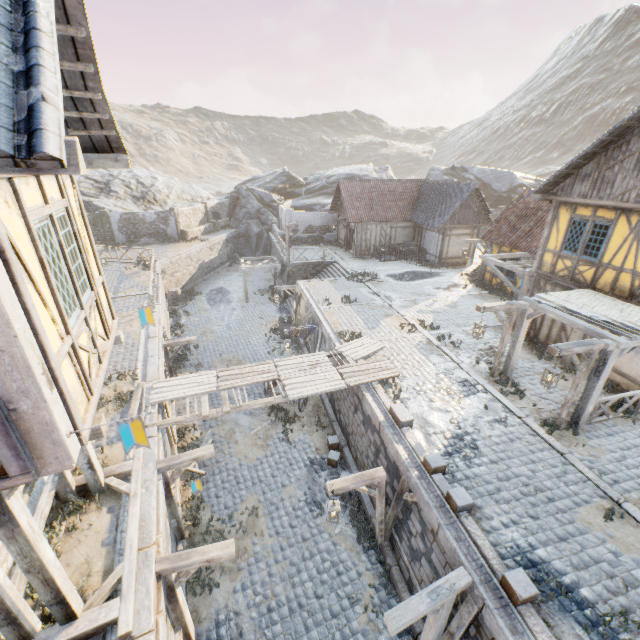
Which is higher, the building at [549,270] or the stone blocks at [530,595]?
the building at [549,270]

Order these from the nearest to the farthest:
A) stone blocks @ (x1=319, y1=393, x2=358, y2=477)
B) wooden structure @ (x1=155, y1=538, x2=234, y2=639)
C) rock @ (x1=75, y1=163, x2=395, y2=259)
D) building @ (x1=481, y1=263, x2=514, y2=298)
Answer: wooden structure @ (x1=155, y1=538, x2=234, y2=639)
stone blocks @ (x1=319, y1=393, x2=358, y2=477)
building @ (x1=481, y1=263, x2=514, y2=298)
rock @ (x1=75, y1=163, x2=395, y2=259)

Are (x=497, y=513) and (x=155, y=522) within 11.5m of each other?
yes

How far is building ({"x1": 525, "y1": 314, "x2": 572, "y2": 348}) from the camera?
12.8 meters

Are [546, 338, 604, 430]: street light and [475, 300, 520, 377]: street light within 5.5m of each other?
yes

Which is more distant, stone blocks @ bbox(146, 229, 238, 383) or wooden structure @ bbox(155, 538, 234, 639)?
stone blocks @ bbox(146, 229, 238, 383)

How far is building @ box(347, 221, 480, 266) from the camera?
24.42m

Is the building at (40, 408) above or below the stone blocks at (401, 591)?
above
